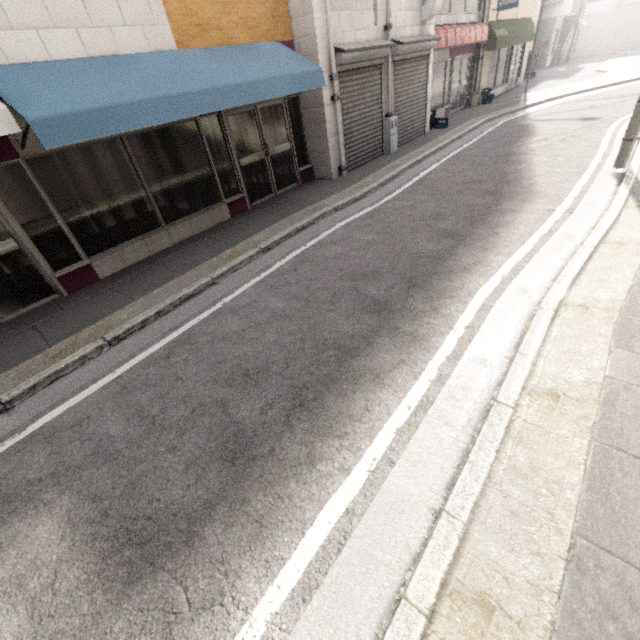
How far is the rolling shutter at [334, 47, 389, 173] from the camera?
7.9 meters

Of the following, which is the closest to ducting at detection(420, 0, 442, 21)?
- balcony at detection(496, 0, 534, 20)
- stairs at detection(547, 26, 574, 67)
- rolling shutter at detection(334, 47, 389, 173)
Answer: rolling shutter at detection(334, 47, 389, 173)

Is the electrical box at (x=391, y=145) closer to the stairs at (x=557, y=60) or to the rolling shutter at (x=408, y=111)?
the rolling shutter at (x=408, y=111)

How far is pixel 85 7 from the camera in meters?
4.6

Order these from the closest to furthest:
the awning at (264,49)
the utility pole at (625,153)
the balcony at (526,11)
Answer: the awning at (264,49) → the utility pole at (625,153) → the balcony at (526,11)

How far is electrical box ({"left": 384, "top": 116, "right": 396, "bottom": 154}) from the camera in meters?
9.6

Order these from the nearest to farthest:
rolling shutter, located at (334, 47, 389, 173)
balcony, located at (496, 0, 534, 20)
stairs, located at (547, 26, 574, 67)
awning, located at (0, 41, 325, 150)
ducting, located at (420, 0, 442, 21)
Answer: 1. awning, located at (0, 41, 325, 150)
2. rolling shutter, located at (334, 47, 389, 173)
3. ducting, located at (420, 0, 442, 21)
4. balcony, located at (496, 0, 534, 20)
5. stairs, located at (547, 26, 574, 67)

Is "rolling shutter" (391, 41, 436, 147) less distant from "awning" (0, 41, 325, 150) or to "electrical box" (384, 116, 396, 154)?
"electrical box" (384, 116, 396, 154)
